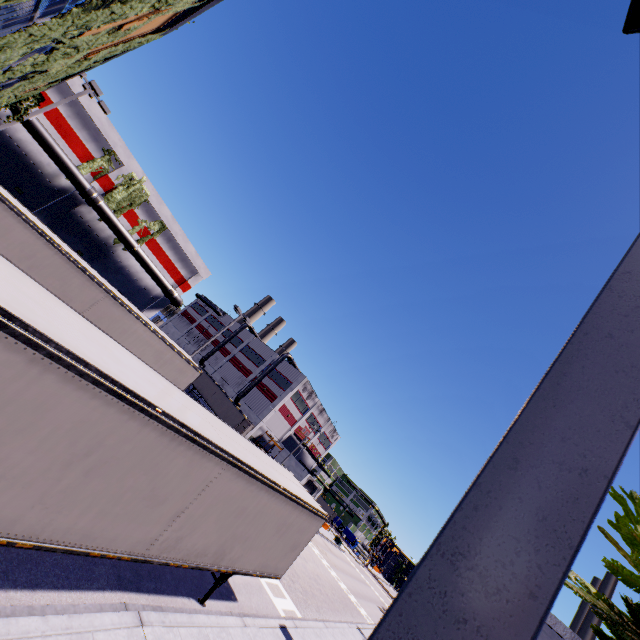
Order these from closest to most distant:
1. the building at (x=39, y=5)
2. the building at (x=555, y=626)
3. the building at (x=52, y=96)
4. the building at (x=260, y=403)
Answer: the building at (x=555, y=626)
the building at (x=39, y=5)
the building at (x=52, y=96)
the building at (x=260, y=403)

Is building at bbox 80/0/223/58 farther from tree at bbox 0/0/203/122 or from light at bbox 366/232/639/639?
light at bbox 366/232/639/639

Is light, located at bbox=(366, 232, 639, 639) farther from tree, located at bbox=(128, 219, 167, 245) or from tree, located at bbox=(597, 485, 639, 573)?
tree, located at bbox=(128, 219, 167, 245)

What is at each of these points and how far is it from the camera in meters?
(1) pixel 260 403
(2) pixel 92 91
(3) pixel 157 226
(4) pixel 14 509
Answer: (1) building, 53.2 m
(2) light, 17.7 m
(3) tree, 28.8 m
(4) semi trailer, 4.8 m

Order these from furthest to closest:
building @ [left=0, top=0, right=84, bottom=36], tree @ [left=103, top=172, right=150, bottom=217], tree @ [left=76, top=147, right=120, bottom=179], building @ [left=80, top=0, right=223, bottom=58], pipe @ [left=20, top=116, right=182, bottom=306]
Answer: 1. tree @ [left=103, top=172, right=150, bottom=217]
2. tree @ [left=76, top=147, right=120, bottom=179]
3. pipe @ [left=20, top=116, right=182, bottom=306]
4. building @ [left=80, top=0, right=223, bottom=58]
5. building @ [left=0, top=0, right=84, bottom=36]

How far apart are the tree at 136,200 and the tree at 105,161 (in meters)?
0.47

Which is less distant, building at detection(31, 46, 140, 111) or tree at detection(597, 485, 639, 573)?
tree at detection(597, 485, 639, 573)

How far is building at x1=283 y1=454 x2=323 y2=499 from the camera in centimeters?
5103cm
